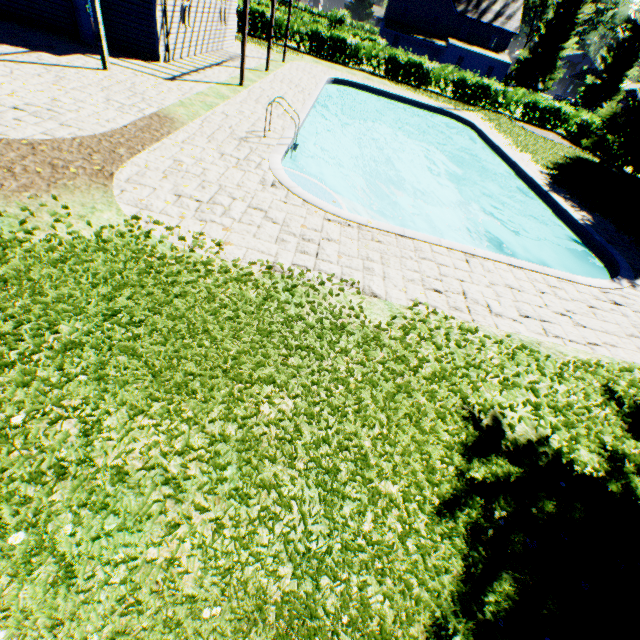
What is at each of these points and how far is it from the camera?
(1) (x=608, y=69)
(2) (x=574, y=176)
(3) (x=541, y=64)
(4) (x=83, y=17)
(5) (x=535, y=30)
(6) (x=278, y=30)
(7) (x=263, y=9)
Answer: (1) plant, 52.59m
(2) plant, 15.74m
(3) plant, 45.50m
(4) door, 11.62m
(5) plant, 54.38m
(6) hedge, 25.78m
(7) hedge, 24.80m

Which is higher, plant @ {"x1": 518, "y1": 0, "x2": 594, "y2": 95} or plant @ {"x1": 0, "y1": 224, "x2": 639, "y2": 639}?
plant @ {"x1": 518, "y1": 0, "x2": 594, "y2": 95}

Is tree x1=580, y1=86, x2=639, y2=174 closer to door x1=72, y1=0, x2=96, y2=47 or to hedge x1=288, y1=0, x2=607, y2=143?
hedge x1=288, y1=0, x2=607, y2=143

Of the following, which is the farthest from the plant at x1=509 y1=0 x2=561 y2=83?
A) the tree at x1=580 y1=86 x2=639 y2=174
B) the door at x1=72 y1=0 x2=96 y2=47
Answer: the door at x1=72 y1=0 x2=96 y2=47

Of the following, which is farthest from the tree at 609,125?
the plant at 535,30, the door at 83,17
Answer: the door at 83,17

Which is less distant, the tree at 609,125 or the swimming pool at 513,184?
the swimming pool at 513,184

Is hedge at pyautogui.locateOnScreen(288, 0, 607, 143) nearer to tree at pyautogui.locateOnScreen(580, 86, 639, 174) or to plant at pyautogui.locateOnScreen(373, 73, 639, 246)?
tree at pyautogui.locateOnScreen(580, 86, 639, 174)

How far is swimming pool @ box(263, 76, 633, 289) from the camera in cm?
738
